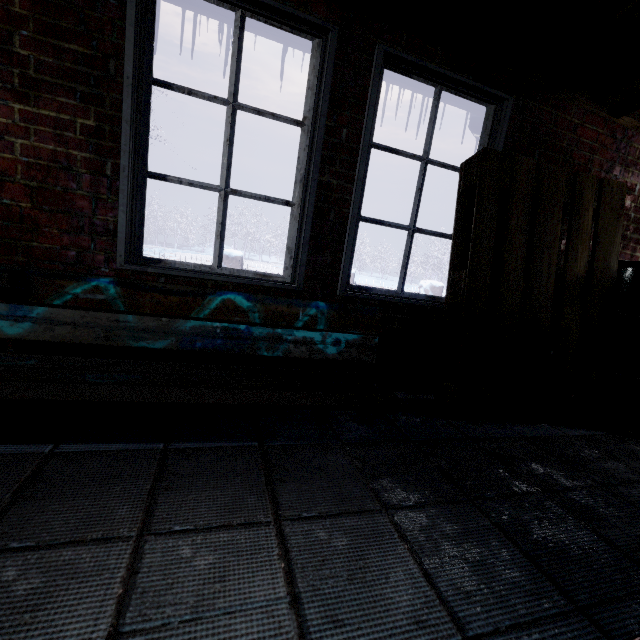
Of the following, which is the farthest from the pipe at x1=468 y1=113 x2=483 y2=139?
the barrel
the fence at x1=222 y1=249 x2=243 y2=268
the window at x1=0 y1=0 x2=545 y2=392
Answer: the fence at x1=222 y1=249 x2=243 y2=268

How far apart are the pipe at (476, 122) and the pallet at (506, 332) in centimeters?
21cm

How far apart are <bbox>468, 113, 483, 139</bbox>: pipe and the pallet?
0.2 meters

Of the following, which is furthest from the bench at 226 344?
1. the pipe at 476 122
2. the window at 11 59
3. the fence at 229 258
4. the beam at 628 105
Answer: the fence at 229 258

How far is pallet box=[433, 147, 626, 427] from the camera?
1.7m

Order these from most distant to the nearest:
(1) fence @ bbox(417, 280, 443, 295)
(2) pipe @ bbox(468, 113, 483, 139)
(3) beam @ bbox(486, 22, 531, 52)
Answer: (1) fence @ bbox(417, 280, 443, 295), (2) pipe @ bbox(468, 113, 483, 139), (3) beam @ bbox(486, 22, 531, 52)

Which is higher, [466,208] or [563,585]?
[466,208]

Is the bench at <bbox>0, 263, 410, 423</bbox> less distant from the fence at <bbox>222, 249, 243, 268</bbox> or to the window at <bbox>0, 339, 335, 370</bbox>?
the window at <bbox>0, 339, 335, 370</bbox>
